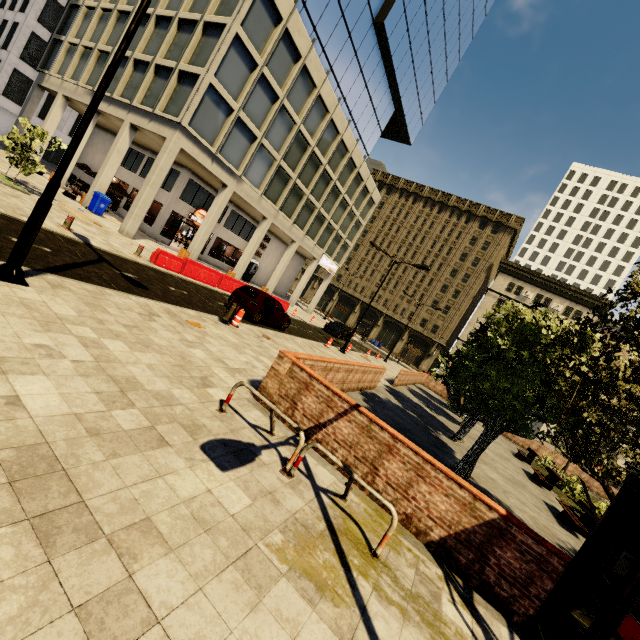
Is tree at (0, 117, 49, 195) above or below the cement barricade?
above

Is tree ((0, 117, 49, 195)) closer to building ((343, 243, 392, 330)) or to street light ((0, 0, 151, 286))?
building ((343, 243, 392, 330))

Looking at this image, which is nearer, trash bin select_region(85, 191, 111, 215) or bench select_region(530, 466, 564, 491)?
bench select_region(530, 466, 564, 491)

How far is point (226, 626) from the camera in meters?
2.6 m

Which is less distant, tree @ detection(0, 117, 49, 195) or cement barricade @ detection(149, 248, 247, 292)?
tree @ detection(0, 117, 49, 195)

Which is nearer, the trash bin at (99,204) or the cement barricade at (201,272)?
the cement barricade at (201,272)

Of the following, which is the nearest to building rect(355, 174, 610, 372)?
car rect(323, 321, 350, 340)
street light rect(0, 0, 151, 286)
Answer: car rect(323, 321, 350, 340)

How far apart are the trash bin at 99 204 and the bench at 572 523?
27.8m
